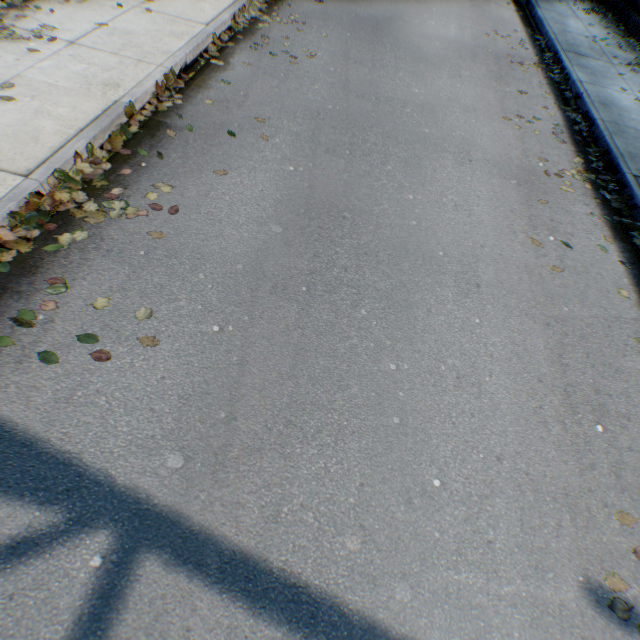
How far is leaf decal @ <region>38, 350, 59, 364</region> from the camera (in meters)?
2.61

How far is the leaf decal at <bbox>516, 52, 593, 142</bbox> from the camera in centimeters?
645cm

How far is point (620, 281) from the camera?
4.20m

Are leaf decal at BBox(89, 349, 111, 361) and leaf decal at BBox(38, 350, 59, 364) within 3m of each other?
yes

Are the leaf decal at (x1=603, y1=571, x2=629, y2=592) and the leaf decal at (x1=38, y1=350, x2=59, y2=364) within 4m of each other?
no

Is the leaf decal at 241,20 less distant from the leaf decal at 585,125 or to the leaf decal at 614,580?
the leaf decal at 585,125

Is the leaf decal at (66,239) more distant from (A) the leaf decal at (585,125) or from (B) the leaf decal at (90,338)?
(A) the leaf decal at (585,125)

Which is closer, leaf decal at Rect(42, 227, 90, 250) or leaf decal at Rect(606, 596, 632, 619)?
leaf decal at Rect(606, 596, 632, 619)
